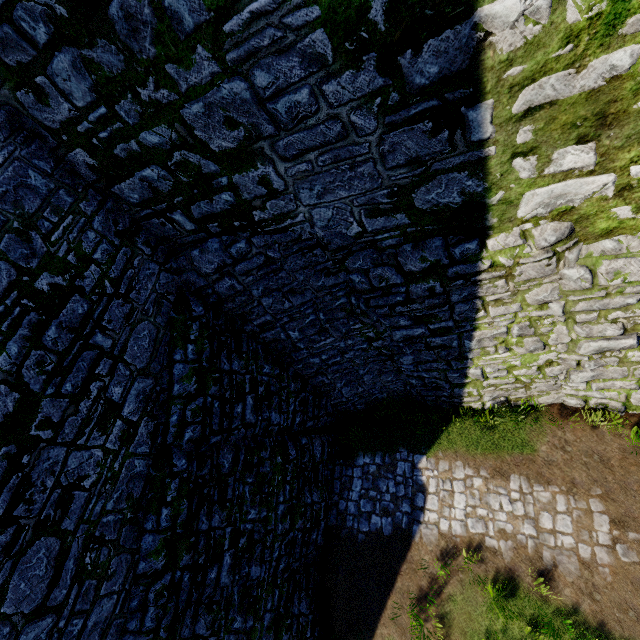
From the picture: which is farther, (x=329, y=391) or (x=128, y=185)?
(x=329, y=391)
